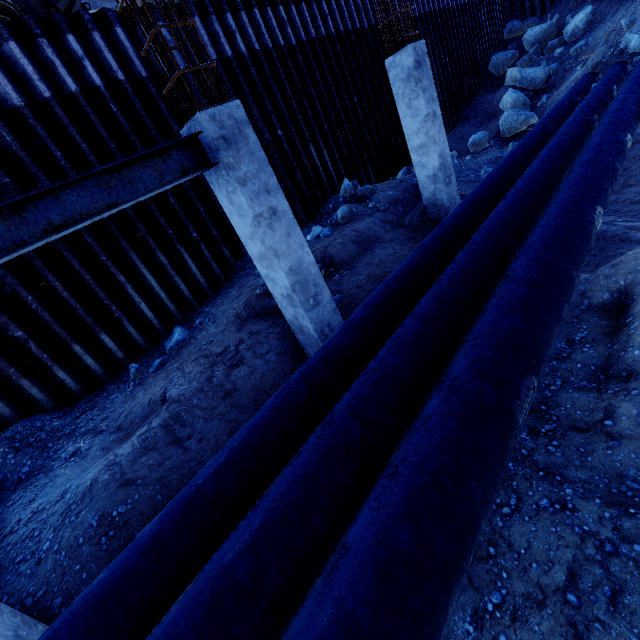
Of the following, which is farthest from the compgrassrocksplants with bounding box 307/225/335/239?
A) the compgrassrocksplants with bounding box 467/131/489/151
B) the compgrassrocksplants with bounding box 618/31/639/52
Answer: the compgrassrocksplants with bounding box 618/31/639/52

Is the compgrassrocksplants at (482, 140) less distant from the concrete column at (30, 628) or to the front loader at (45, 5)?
the front loader at (45, 5)

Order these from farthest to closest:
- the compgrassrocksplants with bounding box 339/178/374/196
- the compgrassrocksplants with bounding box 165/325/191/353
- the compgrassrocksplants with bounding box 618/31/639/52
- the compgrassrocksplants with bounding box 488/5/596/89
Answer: the compgrassrocksplants with bounding box 488/5/596/89, the compgrassrocksplants with bounding box 618/31/639/52, the compgrassrocksplants with bounding box 339/178/374/196, the compgrassrocksplants with bounding box 165/325/191/353

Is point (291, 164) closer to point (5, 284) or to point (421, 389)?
point (5, 284)

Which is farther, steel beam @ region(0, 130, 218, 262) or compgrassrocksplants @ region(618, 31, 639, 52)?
compgrassrocksplants @ region(618, 31, 639, 52)

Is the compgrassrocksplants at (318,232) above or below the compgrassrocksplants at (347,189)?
below

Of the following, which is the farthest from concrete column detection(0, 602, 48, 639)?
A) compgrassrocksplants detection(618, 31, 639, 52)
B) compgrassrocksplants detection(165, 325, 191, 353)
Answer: compgrassrocksplants detection(618, 31, 639, 52)

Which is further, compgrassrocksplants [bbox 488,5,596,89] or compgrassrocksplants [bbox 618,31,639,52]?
compgrassrocksplants [bbox 488,5,596,89]
